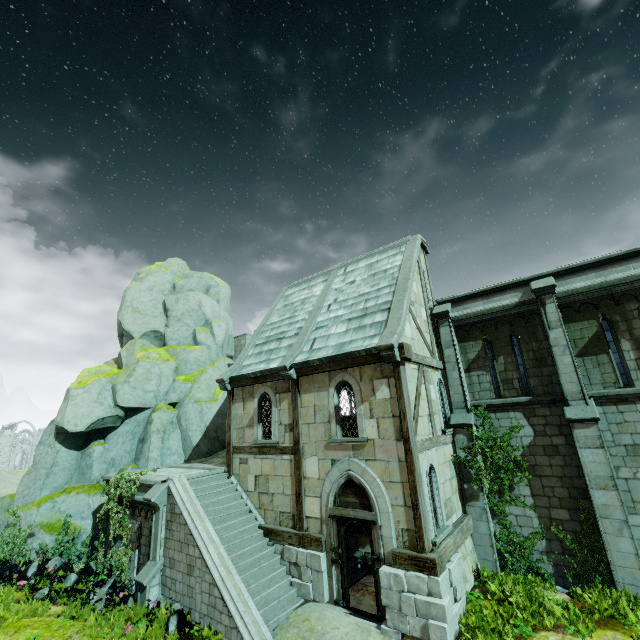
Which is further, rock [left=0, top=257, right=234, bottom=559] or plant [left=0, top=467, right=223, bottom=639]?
rock [left=0, top=257, right=234, bottom=559]

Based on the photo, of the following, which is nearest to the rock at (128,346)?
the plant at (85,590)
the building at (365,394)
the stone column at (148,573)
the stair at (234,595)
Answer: the stair at (234,595)

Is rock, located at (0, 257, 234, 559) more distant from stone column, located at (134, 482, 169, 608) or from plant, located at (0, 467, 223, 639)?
stone column, located at (134, 482, 169, 608)

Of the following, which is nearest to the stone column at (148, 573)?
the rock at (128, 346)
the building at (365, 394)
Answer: the building at (365, 394)

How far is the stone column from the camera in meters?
10.5

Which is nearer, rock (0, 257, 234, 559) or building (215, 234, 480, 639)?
building (215, 234, 480, 639)

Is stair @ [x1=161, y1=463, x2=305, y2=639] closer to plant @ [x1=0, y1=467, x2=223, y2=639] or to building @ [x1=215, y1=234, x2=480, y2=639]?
building @ [x1=215, y1=234, x2=480, y2=639]

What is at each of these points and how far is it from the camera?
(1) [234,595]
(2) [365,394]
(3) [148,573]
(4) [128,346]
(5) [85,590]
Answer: (1) stair, 9.1 meters
(2) building, 10.6 meters
(3) stone column, 10.7 meters
(4) rock, 20.2 meters
(5) plant, 11.8 meters
